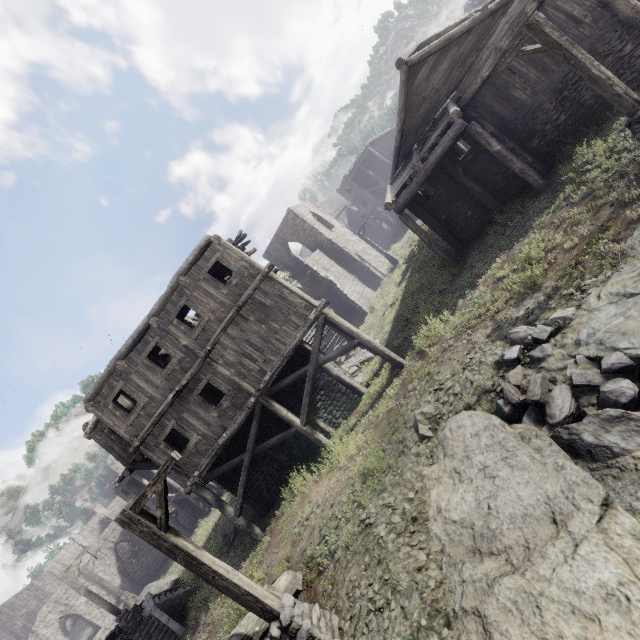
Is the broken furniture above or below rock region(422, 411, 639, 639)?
above

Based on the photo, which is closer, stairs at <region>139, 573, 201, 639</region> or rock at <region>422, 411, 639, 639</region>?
rock at <region>422, 411, 639, 639</region>

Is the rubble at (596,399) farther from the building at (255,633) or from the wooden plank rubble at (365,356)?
the wooden plank rubble at (365,356)

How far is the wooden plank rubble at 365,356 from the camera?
18.0 meters

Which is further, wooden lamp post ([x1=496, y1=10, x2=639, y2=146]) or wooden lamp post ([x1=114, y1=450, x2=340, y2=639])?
wooden lamp post ([x1=496, y1=10, x2=639, y2=146])

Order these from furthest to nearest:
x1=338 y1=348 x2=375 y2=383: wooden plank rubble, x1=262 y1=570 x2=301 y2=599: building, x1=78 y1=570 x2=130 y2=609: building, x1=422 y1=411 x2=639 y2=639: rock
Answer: x1=78 y1=570 x2=130 y2=609: building → x1=338 y1=348 x2=375 y2=383: wooden plank rubble → x1=262 y1=570 x2=301 y2=599: building → x1=422 y1=411 x2=639 y2=639: rock

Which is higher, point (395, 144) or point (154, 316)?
point (154, 316)

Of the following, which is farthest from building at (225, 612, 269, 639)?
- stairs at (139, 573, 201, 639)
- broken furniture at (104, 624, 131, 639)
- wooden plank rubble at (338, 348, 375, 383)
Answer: broken furniture at (104, 624, 131, 639)
